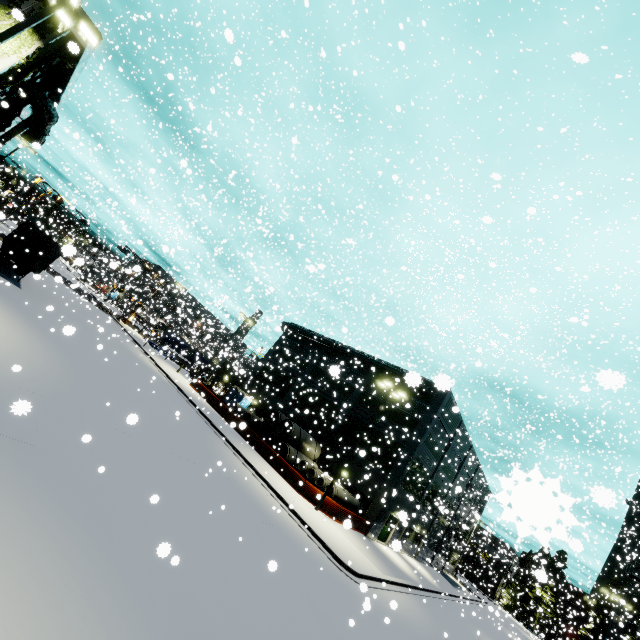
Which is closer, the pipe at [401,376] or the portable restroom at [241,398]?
the pipe at [401,376]

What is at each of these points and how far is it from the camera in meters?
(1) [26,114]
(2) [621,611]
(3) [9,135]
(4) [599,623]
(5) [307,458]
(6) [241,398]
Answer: (1) building, 24.5 m
(2) silo, 39.8 m
(3) building, 25.4 m
(4) tree, 46.4 m
(5) concrete pipe stack, 30.4 m
(6) portable restroom, 40.7 m

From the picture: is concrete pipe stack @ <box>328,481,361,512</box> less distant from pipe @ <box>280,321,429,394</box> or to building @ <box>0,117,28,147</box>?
building @ <box>0,117,28,147</box>

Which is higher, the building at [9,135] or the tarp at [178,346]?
the building at [9,135]

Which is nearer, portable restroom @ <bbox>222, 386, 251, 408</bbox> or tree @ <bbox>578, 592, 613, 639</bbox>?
tree @ <bbox>578, 592, 613, 639</bbox>

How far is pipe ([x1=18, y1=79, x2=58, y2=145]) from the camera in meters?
17.1 m

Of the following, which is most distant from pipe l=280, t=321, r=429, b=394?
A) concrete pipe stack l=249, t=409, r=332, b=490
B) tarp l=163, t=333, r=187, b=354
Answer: concrete pipe stack l=249, t=409, r=332, b=490

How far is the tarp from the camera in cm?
4728
